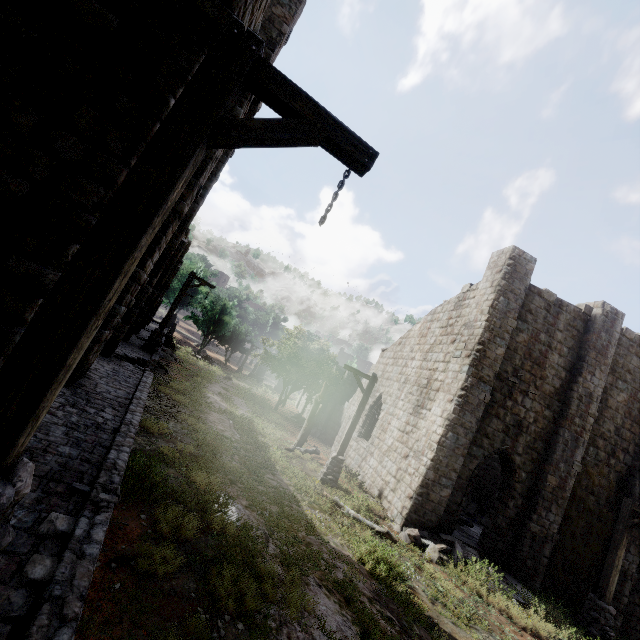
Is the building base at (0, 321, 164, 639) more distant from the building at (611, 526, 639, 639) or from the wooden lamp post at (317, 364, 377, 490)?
the wooden lamp post at (317, 364, 377, 490)

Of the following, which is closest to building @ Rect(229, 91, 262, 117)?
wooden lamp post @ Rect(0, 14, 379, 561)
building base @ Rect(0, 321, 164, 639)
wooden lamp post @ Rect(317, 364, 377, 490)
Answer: building base @ Rect(0, 321, 164, 639)

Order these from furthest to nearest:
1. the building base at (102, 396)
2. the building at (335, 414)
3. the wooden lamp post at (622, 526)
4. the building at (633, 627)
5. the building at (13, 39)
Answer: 1. the building at (335, 414)
2. the building at (633, 627)
3. the wooden lamp post at (622, 526)
4. the building at (13, 39)
5. the building base at (102, 396)

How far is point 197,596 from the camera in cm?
450

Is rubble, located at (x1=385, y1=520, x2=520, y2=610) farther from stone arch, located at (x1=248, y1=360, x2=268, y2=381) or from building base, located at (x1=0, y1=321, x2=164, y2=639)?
stone arch, located at (x1=248, y1=360, x2=268, y2=381)

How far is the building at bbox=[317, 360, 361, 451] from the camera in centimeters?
2195cm

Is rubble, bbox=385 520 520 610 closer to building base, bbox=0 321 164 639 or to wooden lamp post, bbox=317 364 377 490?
wooden lamp post, bbox=317 364 377 490

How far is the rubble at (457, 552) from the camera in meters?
9.4 m
